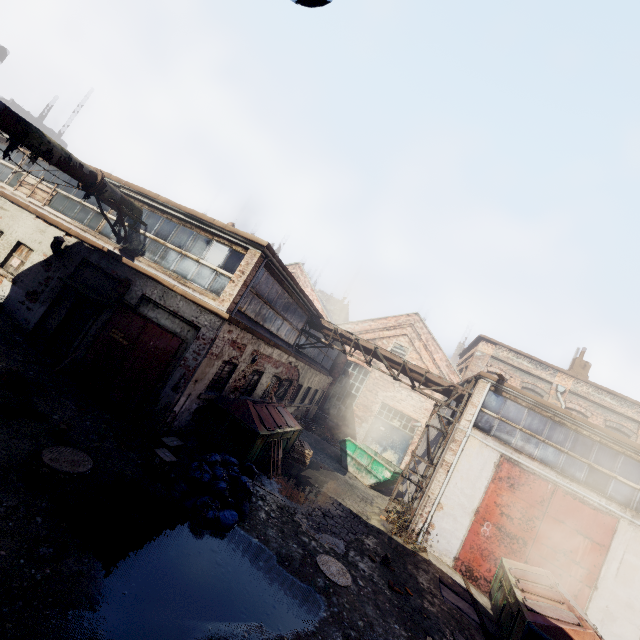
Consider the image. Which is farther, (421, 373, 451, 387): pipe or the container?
the container

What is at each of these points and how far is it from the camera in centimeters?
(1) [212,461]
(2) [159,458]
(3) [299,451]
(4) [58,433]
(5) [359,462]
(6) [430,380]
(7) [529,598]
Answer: (1) trash bag, 769cm
(2) carton, 705cm
(3) pallet, 1325cm
(4) instancedfoliageactor, 655cm
(5) container, 1633cm
(6) pipe, 1387cm
(7) trash container, 778cm

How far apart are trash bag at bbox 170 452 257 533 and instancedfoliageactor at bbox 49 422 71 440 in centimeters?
244cm

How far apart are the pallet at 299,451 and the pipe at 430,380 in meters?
4.8

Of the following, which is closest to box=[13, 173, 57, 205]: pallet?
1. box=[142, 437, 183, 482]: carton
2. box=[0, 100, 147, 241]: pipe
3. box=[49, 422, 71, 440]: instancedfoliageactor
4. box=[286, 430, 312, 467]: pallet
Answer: box=[0, 100, 147, 241]: pipe

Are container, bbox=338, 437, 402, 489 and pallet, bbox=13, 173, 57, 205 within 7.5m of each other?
no

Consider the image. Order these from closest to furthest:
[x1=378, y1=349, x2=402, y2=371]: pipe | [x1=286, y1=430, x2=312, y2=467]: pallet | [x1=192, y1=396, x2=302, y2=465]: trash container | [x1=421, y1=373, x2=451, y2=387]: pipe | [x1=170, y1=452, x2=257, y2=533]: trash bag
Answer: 1. [x1=170, y1=452, x2=257, y2=533]: trash bag
2. [x1=192, y1=396, x2=302, y2=465]: trash container
3. [x1=286, y1=430, x2=312, y2=467]: pallet
4. [x1=421, y1=373, x2=451, y2=387]: pipe
5. [x1=378, y1=349, x2=402, y2=371]: pipe

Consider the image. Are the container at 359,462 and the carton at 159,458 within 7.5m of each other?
no
